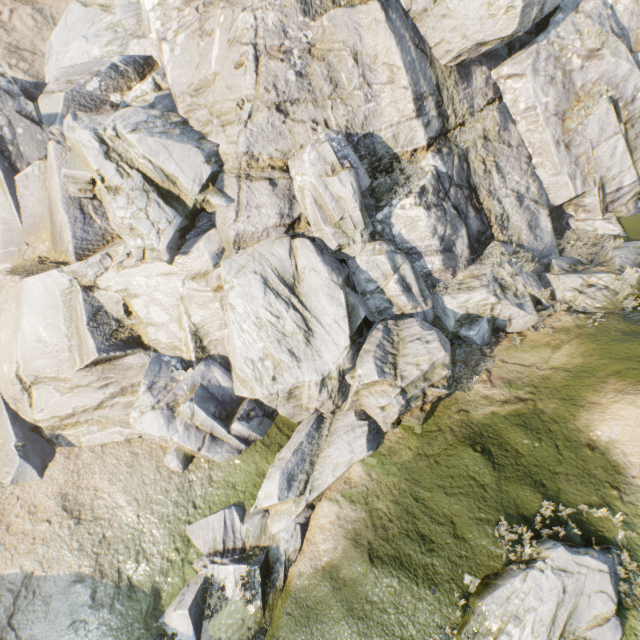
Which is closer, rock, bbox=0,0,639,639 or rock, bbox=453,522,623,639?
rock, bbox=453,522,623,639

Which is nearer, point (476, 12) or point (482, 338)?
point (476, 12)

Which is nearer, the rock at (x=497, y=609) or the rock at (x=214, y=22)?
the rock at (x=497, y=609)
